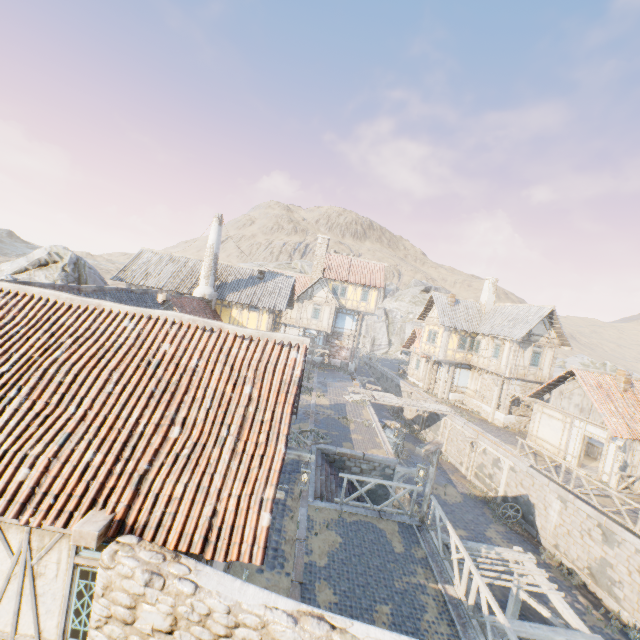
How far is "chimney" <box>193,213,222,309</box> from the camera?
24.0m

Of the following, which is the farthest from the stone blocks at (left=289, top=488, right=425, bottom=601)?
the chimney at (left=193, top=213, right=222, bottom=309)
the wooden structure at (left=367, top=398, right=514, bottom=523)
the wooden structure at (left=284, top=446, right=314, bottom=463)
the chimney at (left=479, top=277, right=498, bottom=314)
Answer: the chimney at (left=479, top=277, right=498, bottom=314)

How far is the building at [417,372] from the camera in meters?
34.9

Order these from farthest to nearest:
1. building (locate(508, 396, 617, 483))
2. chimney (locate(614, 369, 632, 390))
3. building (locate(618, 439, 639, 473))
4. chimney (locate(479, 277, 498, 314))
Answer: chimney (locate(479, 277, 498, 314)) → chimney (locate(614, 369, 632, 390)) → building (locate(508, 396, 617, 483)) → building (locate(618, 439, 639, 473))

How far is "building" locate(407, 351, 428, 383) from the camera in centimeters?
3491cm

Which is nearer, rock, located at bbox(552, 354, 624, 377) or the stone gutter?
the stone gutter

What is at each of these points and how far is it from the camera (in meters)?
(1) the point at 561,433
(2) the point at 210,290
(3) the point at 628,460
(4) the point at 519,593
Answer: (1) building, 20.44
(2) chimney, 24.09
(3) building, 17.12
(4) awning, 10.83

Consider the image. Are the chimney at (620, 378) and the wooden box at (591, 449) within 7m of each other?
yes
